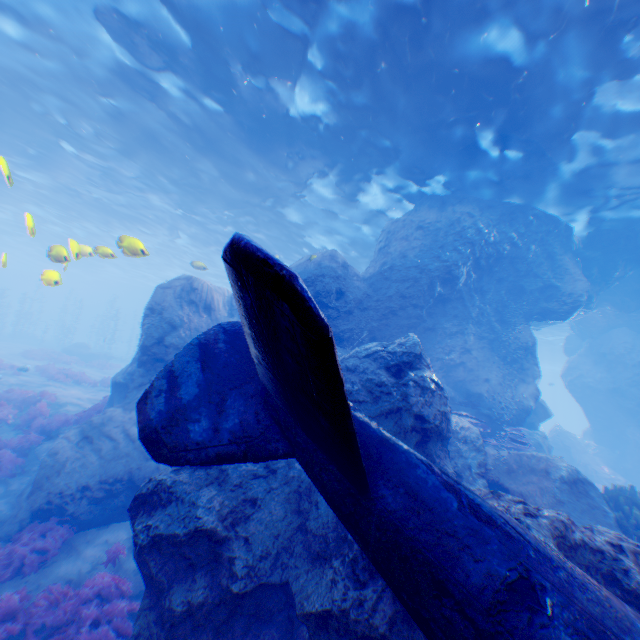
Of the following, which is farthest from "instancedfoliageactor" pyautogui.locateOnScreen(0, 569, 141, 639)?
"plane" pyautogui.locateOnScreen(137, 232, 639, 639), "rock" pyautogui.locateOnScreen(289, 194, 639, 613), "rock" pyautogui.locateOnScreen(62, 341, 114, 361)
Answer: "rock" pyautogui.locateOnScreen(62, 341, 114, 361)

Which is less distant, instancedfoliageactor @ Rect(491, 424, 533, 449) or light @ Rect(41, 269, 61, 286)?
light @ Rect(41, 269, 61, 286)

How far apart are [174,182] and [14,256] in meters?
62.6

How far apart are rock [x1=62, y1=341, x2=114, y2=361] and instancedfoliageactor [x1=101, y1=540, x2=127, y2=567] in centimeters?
2961cm

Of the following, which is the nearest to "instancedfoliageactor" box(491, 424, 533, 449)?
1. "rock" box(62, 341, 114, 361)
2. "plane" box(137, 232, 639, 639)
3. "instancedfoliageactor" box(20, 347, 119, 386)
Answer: "plane" box(137, 232, 639, 639)

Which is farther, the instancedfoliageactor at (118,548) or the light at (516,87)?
the light at (516,87)

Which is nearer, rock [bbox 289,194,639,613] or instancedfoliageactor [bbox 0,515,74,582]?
rock [bbox 289,194,639,613]

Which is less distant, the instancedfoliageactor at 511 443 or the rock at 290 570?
the rock at 290 570
